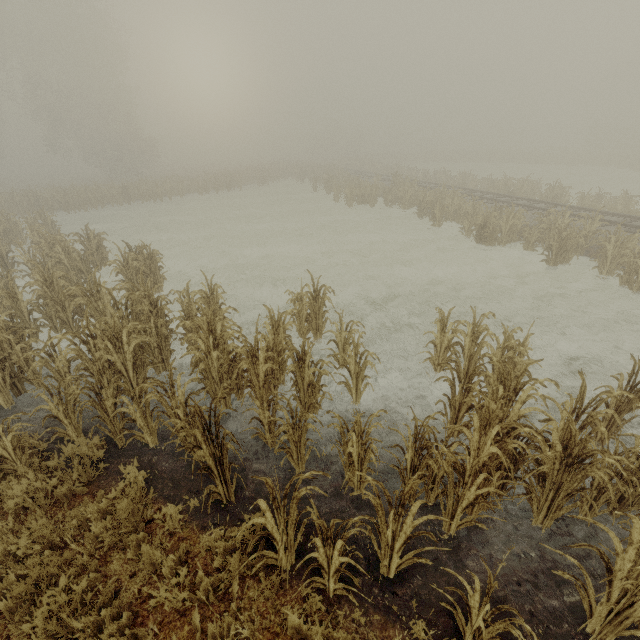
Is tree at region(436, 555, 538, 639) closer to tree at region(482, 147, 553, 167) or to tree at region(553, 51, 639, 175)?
tree at region(482, 147, 553, 167)

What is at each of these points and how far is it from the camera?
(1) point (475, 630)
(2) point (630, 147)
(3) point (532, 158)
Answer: (1) tree, 2.7m
(2) tree, 41.2m
(3) tree, 44.7m

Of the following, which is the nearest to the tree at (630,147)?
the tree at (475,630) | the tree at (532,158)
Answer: the tree at (532,158)

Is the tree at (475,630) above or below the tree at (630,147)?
below

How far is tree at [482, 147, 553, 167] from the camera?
43.4 meters

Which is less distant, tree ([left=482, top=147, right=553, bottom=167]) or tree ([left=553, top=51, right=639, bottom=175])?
tree ([left=553, top=51, right=639, bottom=175])

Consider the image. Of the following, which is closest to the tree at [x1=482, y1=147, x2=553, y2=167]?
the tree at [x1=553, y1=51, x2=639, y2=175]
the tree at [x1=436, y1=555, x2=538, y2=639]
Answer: the tree at [x1=553, y1=51, x2=639, y2=175]
